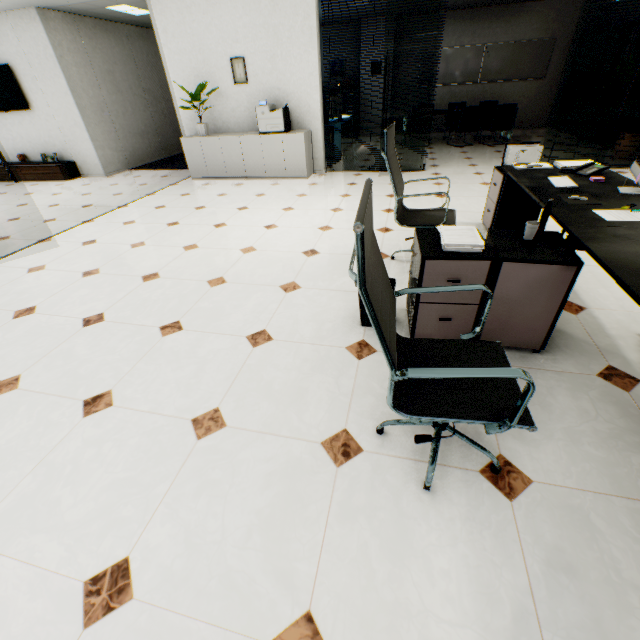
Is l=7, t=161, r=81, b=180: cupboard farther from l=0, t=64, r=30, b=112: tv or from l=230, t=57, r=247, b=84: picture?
l=230, t=57, r=247, b=84: picture

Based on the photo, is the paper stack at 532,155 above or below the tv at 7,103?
below

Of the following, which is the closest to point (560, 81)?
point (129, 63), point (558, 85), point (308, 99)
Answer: point (558, 85)

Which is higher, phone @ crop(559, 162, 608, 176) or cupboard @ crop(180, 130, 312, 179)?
phone @ crop(559, 162, 608, 176)

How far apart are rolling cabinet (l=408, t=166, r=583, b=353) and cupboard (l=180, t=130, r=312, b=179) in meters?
4.8 m

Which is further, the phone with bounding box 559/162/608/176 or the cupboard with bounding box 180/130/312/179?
the cupboard with bounding box 180/130/312/179

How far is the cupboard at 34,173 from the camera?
7.5 meters

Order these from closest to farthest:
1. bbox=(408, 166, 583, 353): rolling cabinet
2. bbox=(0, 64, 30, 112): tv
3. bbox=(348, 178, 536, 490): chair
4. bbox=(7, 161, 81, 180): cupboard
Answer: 1. bbox=(348, 178, 536, 490): chair
2. bbox=(408, 166, 583, 353): rolling cabinet
3. bbox=(0, 64, 30, 112): tv
4. bbox=(7, 161, 81, 180): cupboard
